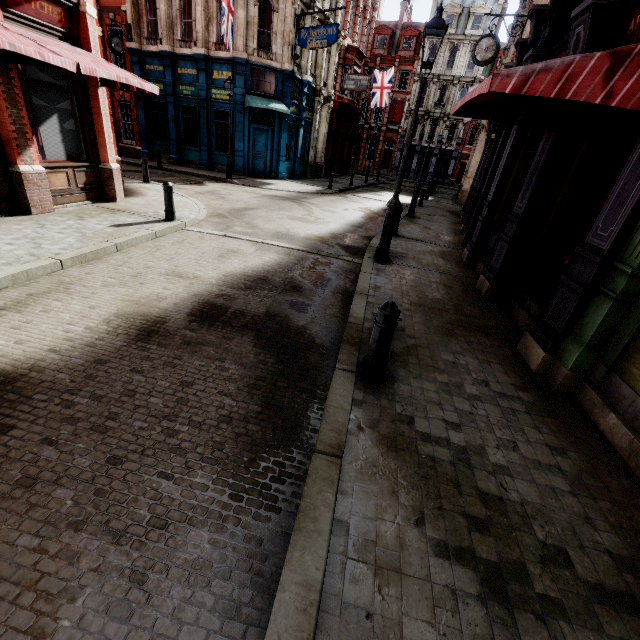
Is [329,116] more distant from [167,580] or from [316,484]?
[167,580]

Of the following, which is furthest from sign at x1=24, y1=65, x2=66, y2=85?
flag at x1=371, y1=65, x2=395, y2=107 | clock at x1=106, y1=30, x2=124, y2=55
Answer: flag at x1=371, y1=65, x2=395, y2=107

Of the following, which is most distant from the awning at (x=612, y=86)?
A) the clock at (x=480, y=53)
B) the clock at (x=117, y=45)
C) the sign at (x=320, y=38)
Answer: the clock at (x=117, y=45)

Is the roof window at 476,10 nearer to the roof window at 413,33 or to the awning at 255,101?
the roof window at 413,33

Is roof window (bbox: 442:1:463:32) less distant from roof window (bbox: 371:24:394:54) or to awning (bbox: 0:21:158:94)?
roof window (bbox: 371:24:394:54)

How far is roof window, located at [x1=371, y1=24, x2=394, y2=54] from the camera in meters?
41.6

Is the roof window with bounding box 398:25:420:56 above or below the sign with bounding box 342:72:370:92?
above

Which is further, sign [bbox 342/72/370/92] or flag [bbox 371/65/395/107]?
flag [bbox 371/65/395/107]
